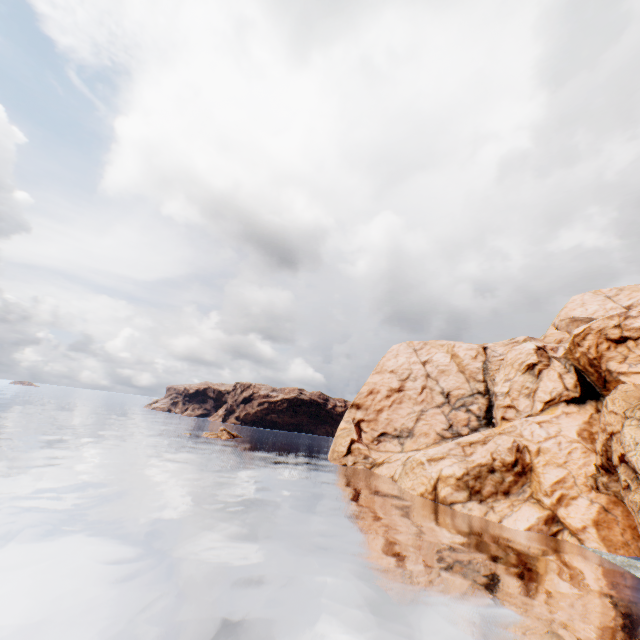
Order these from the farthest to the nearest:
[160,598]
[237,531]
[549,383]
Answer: [549,383] < [237,531] < [160,598]
